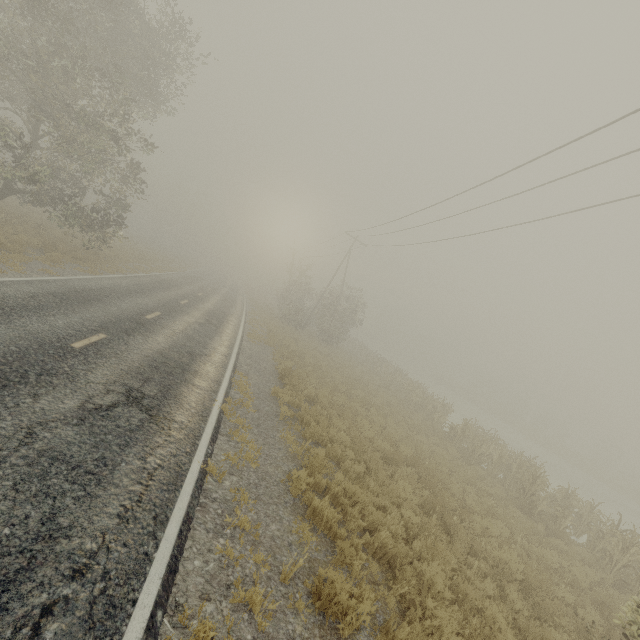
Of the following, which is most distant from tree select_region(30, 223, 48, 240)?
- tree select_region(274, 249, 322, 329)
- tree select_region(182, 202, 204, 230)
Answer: tree select_region(182, 202, 204, 230)

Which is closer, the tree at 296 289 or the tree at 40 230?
the tree at 40 230

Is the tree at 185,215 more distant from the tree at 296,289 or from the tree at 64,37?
the tree at 296,289

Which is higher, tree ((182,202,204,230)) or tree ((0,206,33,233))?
tree ((182,202,204,230))

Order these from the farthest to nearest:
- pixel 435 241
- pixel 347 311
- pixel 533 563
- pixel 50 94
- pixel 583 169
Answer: pixel 347 311, pixel 435 241, pixel 50 94, pixel 583 169, pixel 533 563

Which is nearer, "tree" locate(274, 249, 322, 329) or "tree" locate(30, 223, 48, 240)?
"tree" locate(30, 223, 48, 240)

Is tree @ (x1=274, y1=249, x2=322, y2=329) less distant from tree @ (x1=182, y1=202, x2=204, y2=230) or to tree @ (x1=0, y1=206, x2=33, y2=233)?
tree @ (x1=0, y1=206, x2=33, y2=233)
